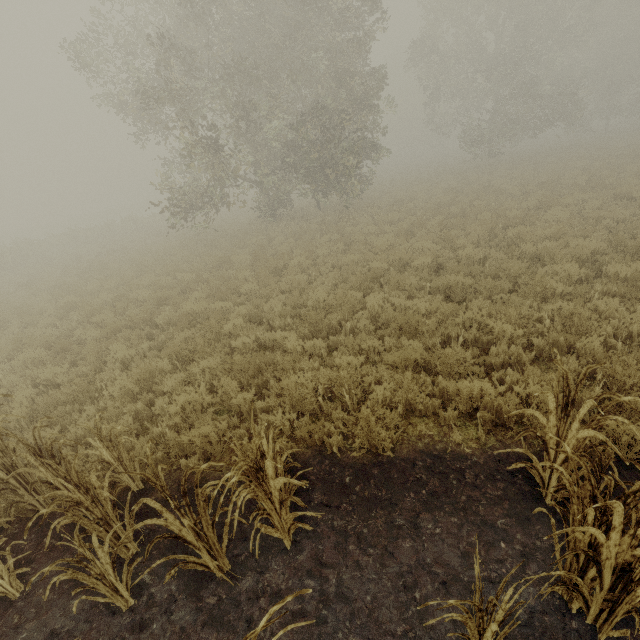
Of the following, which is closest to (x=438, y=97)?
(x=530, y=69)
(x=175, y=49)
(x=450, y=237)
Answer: (x=530, y=69)
